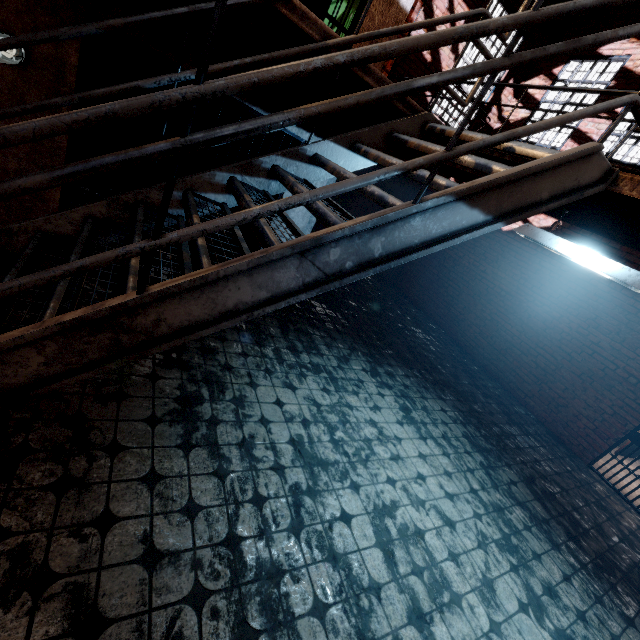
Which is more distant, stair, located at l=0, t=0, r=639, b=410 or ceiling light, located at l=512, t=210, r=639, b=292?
ceiling light, located at l=512, t=210, r=639, b=292

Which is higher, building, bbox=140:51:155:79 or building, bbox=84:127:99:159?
building, bbox=140:51:155:79

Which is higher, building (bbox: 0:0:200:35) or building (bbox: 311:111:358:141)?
building (bbox: 311:111:358:141)

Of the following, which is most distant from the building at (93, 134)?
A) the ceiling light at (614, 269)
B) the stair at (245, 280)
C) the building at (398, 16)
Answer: the ceiling light at (614, 269)

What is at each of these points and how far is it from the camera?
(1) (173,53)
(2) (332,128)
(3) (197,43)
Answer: (1) building, 2.84m
(2) building, 3.70m
(3) building, 2.86m

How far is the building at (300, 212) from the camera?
4.1 meters

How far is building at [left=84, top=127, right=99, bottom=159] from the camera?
5.2m
